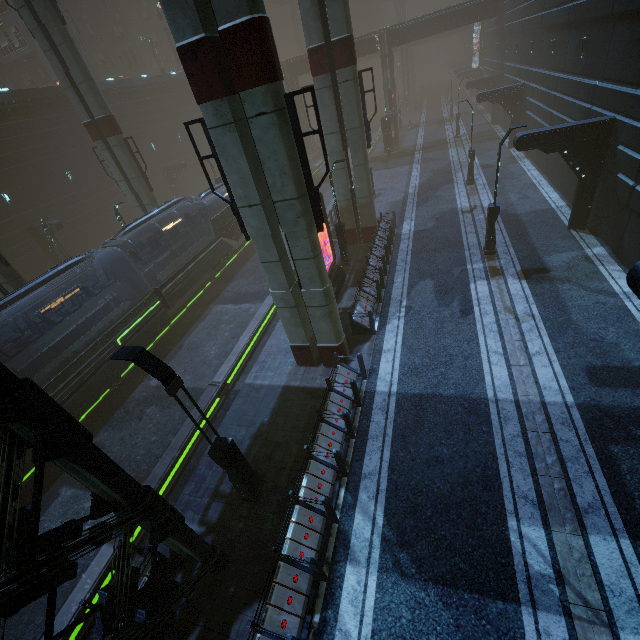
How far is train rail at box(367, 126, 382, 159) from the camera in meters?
45.8

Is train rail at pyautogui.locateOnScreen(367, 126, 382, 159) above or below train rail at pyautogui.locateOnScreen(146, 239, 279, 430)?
above

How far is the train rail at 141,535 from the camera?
9.9 meters

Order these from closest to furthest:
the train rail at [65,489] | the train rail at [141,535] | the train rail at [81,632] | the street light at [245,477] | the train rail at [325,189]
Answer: the street light at [245,477] → the train rail at [81,632] → the train rail at [141,535] → the train rail at [65,489] → the train rail at [325,189]

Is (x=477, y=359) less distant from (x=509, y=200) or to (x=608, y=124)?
(x=608, y=124)

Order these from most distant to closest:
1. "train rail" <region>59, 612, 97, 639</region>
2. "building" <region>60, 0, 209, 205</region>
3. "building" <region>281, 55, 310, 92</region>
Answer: "building" <region>281, 55, 310, 92</region>
"building" <region>60, 0, 209, 205</region>
"train rail" <region>59, 612, 97, 639</region>

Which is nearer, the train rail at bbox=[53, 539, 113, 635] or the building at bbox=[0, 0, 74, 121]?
the train rail at bbox=[53, 539, 113, 635]

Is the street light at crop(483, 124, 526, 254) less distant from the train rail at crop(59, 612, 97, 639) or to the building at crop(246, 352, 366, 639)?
the building at crop(246, 352, 366, 639)
